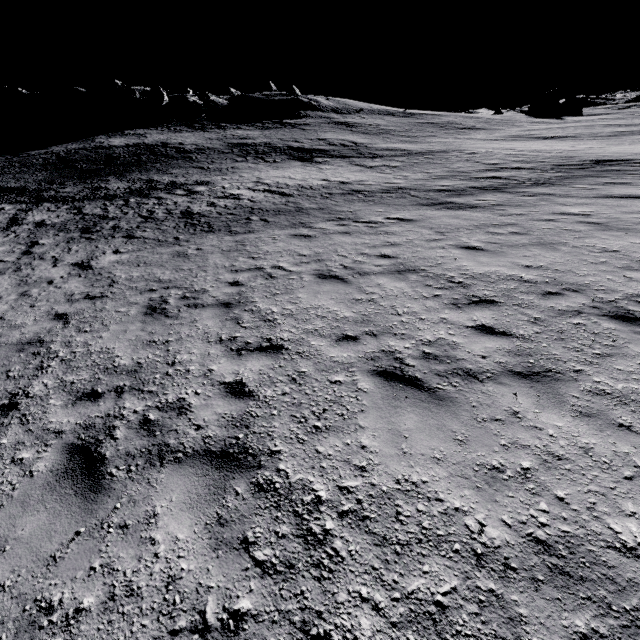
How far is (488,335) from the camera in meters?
5.2
